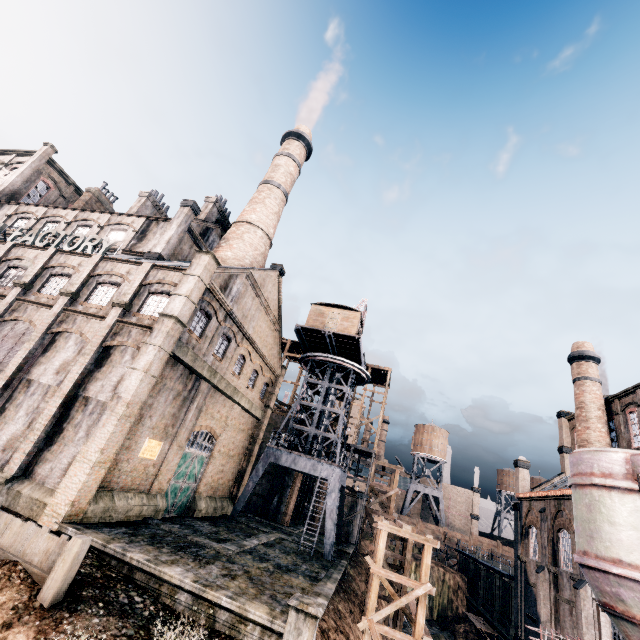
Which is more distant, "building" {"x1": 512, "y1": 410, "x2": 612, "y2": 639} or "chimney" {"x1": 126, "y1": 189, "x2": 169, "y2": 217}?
"chimney" {"x1": 126, "y1": 189, "x2": 169, "y2": 217}

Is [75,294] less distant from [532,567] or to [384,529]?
[384,529]

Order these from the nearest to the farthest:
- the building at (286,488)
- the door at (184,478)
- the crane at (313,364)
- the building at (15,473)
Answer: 1. the building at (15,473)
2. the door at (184,478)
3. the crane at (313,364)
4. the building at (286,488)

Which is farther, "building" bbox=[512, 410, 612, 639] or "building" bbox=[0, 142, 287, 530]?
"building" bbox=[512, 410, 612, 639]

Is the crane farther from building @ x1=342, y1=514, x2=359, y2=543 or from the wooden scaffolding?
the wooden scaffolding

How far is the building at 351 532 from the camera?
38.1m

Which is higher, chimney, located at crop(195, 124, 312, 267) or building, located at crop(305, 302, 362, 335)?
chimney, located at crop(195, 124, 312, 267)
